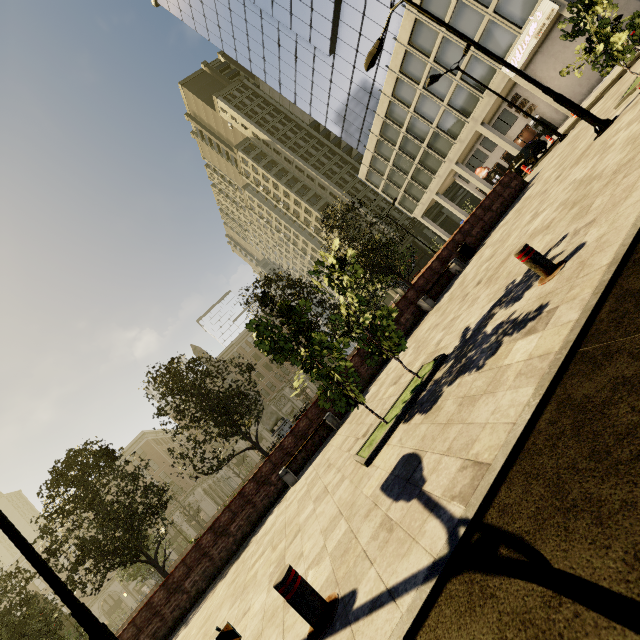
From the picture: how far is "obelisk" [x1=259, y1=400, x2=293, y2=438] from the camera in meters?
25.5 m

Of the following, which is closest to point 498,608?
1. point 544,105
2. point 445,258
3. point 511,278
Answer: point 511,278

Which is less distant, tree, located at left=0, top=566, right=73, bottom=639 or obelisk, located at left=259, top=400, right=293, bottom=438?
tree, located at left=0, top=566, right=73, bottom=639

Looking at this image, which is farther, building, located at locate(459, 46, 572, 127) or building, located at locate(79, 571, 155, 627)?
building, located at locate(79, 571, 155, 627)

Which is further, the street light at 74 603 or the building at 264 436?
the building at 264 436

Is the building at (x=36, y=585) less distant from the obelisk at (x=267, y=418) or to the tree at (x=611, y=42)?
the tree at (x=611, y=42)

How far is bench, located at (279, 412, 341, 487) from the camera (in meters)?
10.70

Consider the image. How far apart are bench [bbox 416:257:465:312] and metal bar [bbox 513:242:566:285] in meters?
8.5 m
